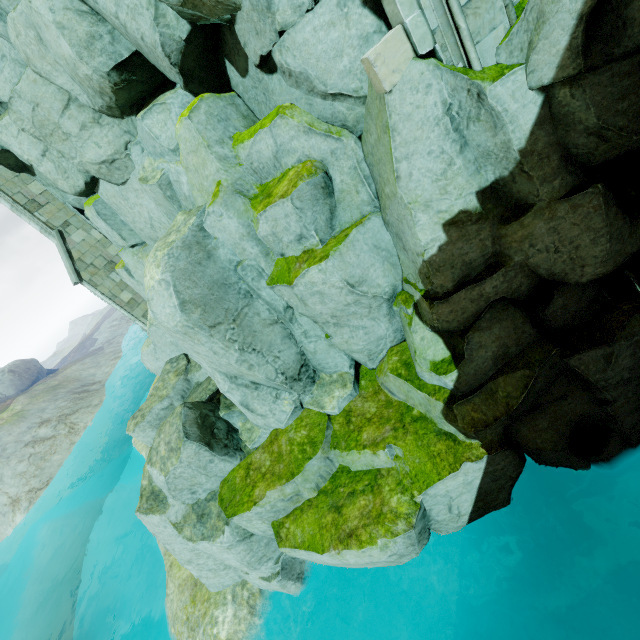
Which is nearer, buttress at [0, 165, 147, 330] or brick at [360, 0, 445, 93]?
brick at [360, 0, 445, 93]

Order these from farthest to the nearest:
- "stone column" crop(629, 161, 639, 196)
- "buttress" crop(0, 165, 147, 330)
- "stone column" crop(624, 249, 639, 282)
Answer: "buttress" crop(0, 165, 147, 330), "stone column" crop(624, 249, 639, 282), "stone column" crop(629, 161, 639, 196)

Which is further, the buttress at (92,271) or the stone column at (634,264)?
the buttress at (92,271)

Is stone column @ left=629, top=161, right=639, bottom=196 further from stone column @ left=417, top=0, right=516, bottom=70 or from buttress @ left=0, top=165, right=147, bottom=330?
buttress @ left=0, top=165, right=147, bottom=330

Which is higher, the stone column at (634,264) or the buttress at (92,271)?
the buttress at (92,271)

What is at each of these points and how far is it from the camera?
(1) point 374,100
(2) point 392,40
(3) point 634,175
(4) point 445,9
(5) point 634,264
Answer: (1) rock, 4.4 meters
(2) brick, 3.7 meters
(3) stone column, 5.0 meters
(4) stone column, 3.5 meters
(5) stone column, 5.9 meters

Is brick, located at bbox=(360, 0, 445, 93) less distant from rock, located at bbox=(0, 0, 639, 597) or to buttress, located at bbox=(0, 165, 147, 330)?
rock, located at bbox=(0, 0, 639, 597)

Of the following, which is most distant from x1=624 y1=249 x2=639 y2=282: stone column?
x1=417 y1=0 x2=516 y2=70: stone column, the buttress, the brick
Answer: the buttress
